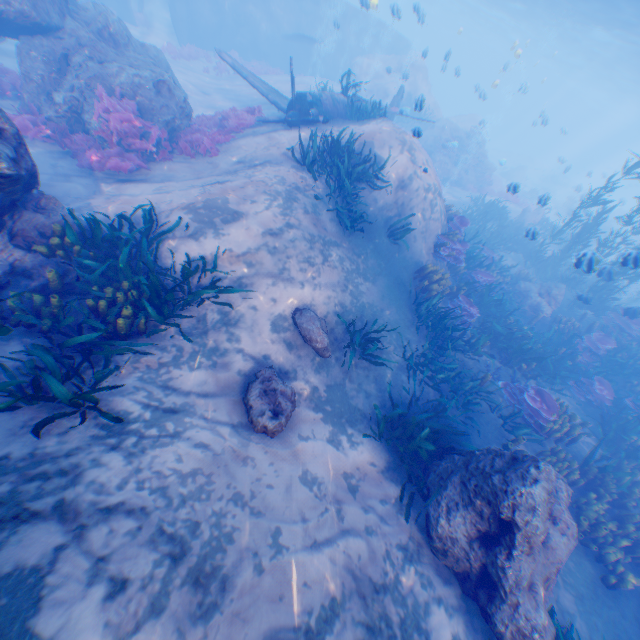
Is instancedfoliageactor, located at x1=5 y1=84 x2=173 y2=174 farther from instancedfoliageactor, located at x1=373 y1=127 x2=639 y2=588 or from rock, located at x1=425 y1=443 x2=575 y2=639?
instancedfoliageactor, located at x1=373 y1=127 x2=639 y2=588

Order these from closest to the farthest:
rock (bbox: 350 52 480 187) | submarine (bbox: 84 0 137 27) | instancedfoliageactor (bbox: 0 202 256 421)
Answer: instancedfoliageactor (bbox: 0 202 256 421)
submarine (bbox: 84 0 137 27)
rock (bbox: 350 52 480 187)

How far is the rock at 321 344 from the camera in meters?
7.1 m

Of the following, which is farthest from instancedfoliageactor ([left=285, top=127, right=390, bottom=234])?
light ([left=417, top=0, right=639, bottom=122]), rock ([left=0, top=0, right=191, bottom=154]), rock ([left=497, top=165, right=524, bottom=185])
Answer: rock ([left=497, top=165, right=524, bottom=185])

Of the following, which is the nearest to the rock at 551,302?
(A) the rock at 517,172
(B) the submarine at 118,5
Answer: (B) the submarine at 118,5

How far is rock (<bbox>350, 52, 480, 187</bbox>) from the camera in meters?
24.0

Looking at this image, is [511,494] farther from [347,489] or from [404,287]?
[404,287]
